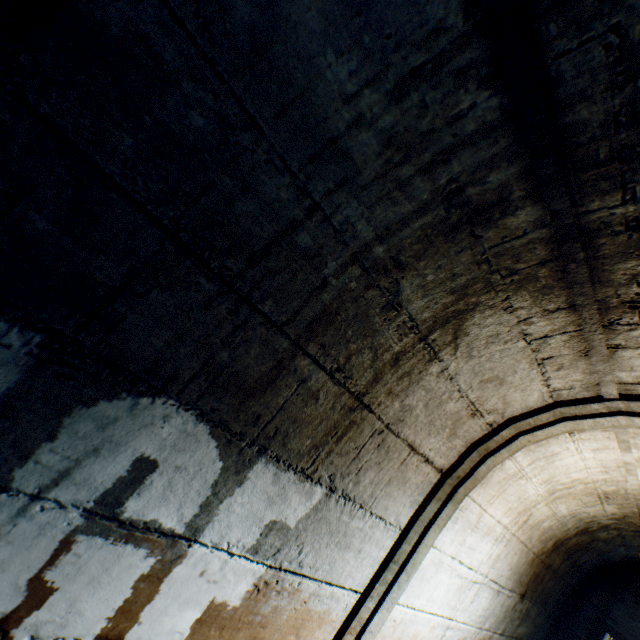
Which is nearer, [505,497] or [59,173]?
[59,173]
